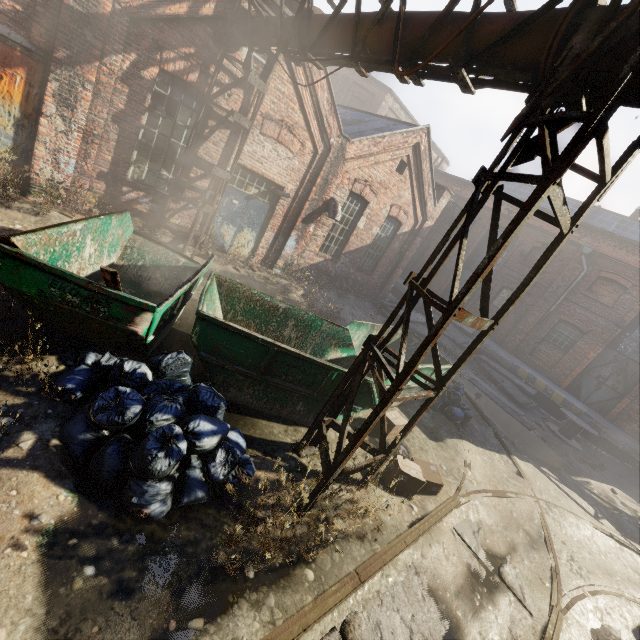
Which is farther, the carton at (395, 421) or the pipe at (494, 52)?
the carton at (395, 421)

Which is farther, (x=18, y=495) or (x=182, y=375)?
(x=182, y=375)

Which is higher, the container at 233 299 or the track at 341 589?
the container at 233 299

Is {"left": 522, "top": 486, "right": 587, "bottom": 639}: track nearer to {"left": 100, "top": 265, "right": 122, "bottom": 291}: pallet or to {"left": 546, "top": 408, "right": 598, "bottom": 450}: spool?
{"left": 100, "top": 265, "right": 122, "bottom": 291}: pallet

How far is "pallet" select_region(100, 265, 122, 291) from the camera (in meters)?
3.48

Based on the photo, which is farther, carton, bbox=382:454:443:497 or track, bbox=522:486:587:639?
carton, bbox=382:454:443:497

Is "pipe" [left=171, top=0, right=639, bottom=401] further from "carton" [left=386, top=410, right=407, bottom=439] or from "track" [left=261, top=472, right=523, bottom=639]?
"carton" [left=386, top=410, right=407, bottom=439]

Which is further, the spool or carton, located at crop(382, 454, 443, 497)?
the spool
